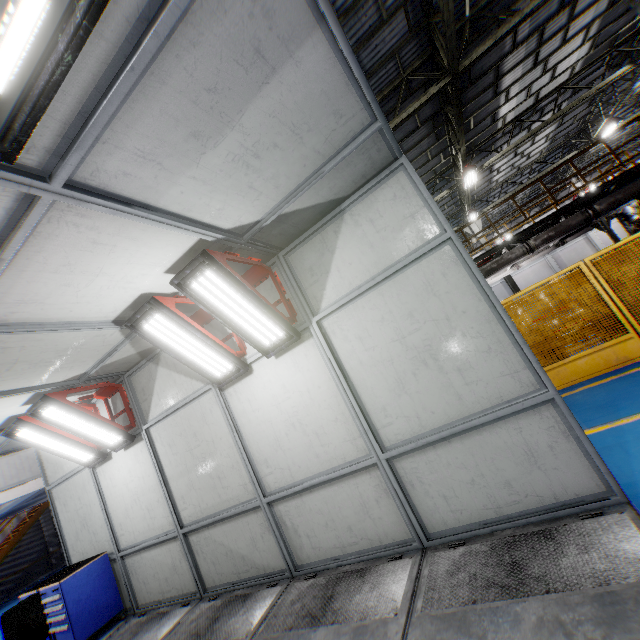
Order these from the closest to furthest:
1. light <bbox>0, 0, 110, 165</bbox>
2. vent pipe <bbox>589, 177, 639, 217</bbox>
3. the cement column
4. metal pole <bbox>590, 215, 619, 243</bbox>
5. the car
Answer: light <bbox>0, 0, 110, 165</bbox>, the car, vent pipe <bbox>589, 177, 639, 217</bbox>, metal pole <bbox>590, 215, 619, 243</bbox>, the cement column

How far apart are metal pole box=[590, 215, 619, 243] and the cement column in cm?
3419

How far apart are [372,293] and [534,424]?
2.1m

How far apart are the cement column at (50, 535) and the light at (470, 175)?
30.6 meters

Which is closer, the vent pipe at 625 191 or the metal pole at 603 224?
the vent pipe at 625 191

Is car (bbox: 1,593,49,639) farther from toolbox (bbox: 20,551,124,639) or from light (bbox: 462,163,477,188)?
light (bbox: 462,163,477,188)

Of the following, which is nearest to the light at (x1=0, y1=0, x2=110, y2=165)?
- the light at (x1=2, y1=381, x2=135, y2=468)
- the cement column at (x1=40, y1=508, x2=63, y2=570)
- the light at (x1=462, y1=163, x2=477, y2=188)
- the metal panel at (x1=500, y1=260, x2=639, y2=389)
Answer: the light at (x1=2, y1=381, x2=135, y2=468)

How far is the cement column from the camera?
19.7m
